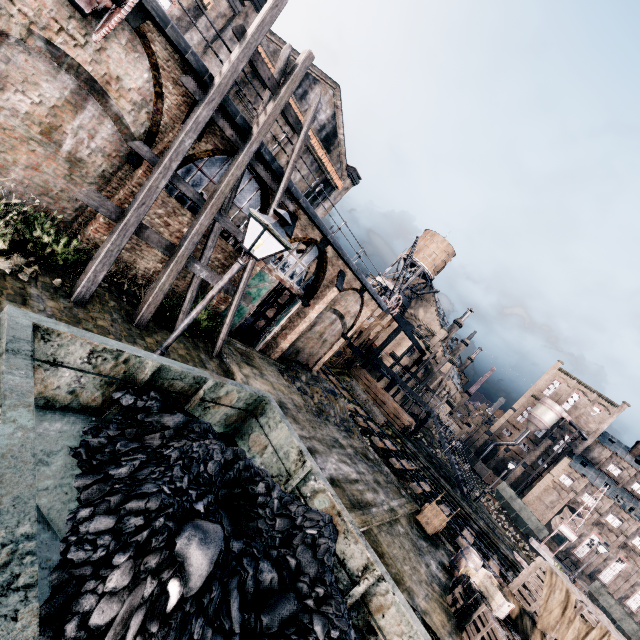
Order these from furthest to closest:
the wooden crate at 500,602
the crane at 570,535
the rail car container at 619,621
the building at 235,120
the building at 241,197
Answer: the crane at 570,535, the rail car container at 619,621, the building at 241,197, the building at 235,120, the wooden crate at 500,602

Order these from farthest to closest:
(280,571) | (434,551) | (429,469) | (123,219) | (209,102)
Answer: (429,469) → (434,551) → (209,102) → (123,219) → (280,571)

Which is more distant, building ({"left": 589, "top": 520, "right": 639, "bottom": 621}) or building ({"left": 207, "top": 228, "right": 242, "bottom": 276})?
building ({"left": 589, "top": 520, "right": 639, "bottom": 621})

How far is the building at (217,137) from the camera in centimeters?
1245cm

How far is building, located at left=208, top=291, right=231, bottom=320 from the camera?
16.3m

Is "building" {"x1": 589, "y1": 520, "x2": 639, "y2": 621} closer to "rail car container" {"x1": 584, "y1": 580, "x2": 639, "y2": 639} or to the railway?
"rail car container" {"x1": 584, "y1": 580, "x2": 639, "y2": 639}

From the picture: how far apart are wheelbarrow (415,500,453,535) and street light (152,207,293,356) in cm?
1564

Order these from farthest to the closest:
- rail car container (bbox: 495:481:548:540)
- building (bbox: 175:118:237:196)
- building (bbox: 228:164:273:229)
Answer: rail car container (bbox: 495:481:548:540), building (bbox: 228:164:273:229), building (bbox: 175:118:237:196)
